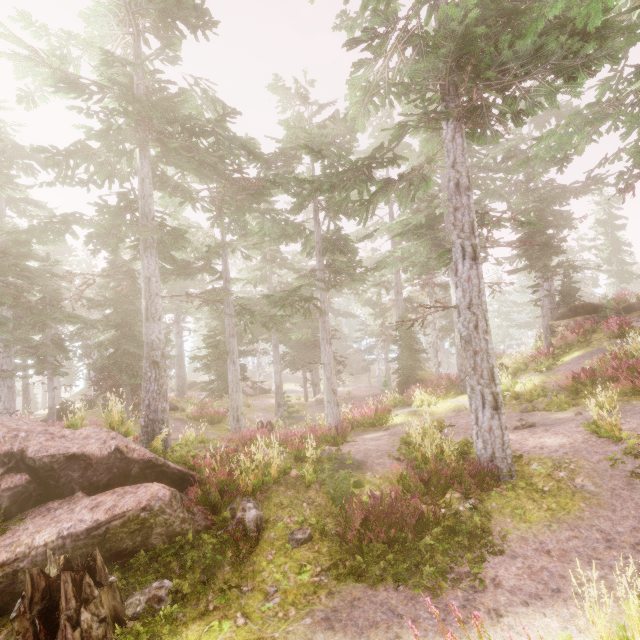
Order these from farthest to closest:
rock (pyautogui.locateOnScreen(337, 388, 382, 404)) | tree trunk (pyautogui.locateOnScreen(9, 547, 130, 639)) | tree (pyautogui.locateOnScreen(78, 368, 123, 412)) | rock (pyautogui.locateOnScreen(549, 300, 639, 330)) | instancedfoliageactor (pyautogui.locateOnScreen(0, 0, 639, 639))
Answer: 1. rock (pyautogui.locateOnScreen(337, 388, 382, 404))
2. tree (pyautogui.locateOnScreen(78, 368, 123, 412))
3. rock (pyautogui.locateOnScreen(549, 300, 639, 330))
4. instancedfoliageactor (pyautogui.locateOnScreen(0, 0, 639, 639))
5. tree trunk (pyautogui.locateOnScreen(9, 547, 130, 639))

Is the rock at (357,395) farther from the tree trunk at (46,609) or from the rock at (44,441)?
the tree trunk at (46,609)

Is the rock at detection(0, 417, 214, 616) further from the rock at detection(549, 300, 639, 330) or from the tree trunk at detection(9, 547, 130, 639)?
the rock at detection(549, 300, 639, 330)

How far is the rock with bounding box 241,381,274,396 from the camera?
34.84m

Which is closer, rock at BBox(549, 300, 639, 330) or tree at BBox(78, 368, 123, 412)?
rock at BBox(549, 300, 639, 330)

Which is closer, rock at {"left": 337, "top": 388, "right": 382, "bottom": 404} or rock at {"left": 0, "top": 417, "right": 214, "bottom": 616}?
rock at {"left": 0, "top": 417, "right": 214, "bottom": 616}

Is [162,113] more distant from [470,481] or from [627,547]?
[627,547]

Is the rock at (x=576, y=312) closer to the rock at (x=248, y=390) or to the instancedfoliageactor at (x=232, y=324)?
the instancedfoliageactor at (x=232, y=324)
